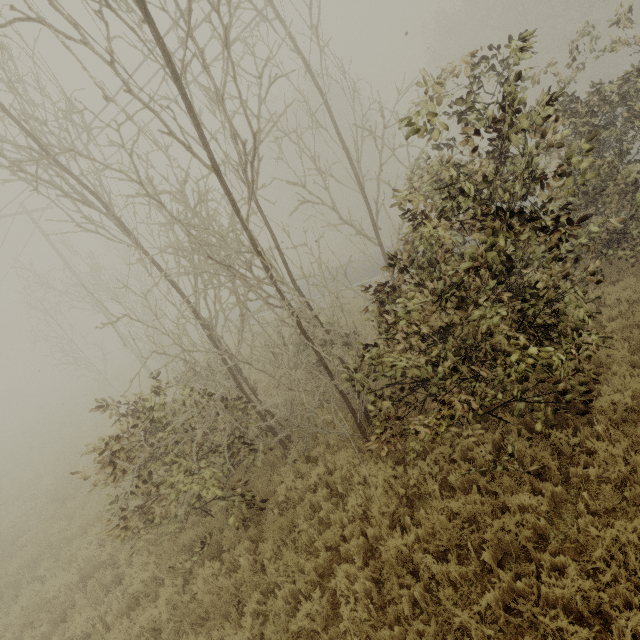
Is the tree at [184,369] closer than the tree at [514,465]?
Yes

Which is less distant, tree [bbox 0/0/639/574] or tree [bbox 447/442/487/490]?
tree [bbox 0/0/639/574]

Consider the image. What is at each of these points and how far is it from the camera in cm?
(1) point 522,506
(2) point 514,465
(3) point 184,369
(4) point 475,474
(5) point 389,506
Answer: (1) tree, 463
(2) tree, 482
(3) tree, 625
(4) tree, 538
(5) tree, 534

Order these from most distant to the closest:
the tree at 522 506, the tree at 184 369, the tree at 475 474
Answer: the tree at 475 474
the tree at 522 506
the tree at 184 369

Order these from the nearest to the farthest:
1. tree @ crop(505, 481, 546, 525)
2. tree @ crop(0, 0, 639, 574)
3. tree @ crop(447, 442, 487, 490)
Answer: tree @ crop(0, 0, 639, 574), tree @ crop(505, 481, 546, 525), tree @ crop(447, 442, 487, 490)

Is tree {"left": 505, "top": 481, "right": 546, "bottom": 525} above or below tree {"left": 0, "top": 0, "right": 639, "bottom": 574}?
below

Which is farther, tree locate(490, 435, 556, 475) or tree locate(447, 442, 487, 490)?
tree locate(447, 442, 487, 490)
